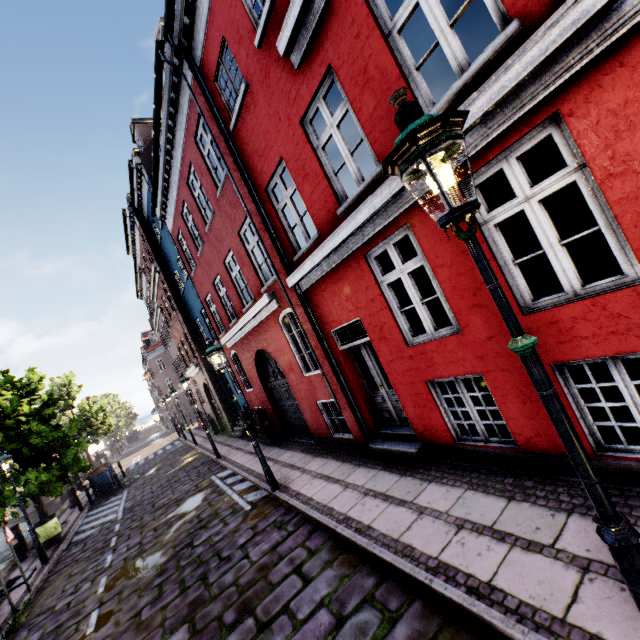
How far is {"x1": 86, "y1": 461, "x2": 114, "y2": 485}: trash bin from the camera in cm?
1780

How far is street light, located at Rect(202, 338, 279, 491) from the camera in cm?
763

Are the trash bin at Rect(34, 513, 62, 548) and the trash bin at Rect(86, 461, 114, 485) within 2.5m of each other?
no

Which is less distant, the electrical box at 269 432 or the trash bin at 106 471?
the electrical box at 269 432

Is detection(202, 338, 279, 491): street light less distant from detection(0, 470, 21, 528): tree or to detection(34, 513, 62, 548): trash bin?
detection(0, 470, 21, 528): tree

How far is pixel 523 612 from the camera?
2.75m

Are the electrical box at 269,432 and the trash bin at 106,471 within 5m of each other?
no

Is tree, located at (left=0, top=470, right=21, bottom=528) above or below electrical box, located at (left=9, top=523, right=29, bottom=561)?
above
